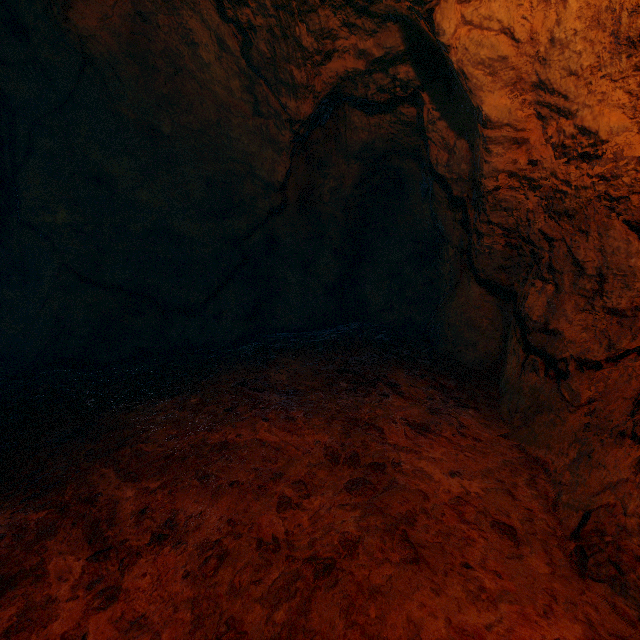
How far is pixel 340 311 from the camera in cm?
573
